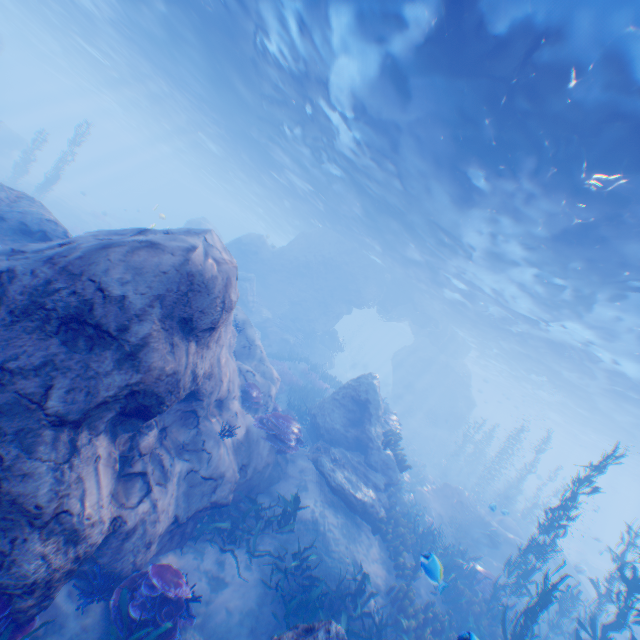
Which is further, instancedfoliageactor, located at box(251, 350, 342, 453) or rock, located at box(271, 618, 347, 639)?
instancedfoliageactor, located at box(251, 350, 342, 453)

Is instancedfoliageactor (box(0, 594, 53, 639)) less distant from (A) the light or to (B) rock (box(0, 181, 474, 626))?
(B) rock (box(0, 181, 474, 626))

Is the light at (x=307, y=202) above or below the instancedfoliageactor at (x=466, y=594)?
above

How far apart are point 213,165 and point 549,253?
36.2 meters

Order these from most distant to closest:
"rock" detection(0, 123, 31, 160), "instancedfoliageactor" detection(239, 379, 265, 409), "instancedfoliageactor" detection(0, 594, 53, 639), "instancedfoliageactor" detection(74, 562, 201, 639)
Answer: "rock" detection(0, 123, 31, 160)
"instancedfoliageactor" detection(239, 379, 265, 409)
"instancedfoliageactor" detection(74, 562, 201, 639)
"instancedfoliageactor" detection(0, 594, 53, 639)

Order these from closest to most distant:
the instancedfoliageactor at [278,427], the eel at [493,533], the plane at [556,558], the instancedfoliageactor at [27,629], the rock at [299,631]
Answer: the instancedfoliageactor at [27,629] → the rock at [299,631] → the instancedfoliageactor at [278,427] → the eel at [493,533] → the plane at [556,558]

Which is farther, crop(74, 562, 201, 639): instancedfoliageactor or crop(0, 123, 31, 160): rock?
crop(0, 123, 31, 160): rock

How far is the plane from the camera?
17.3m
